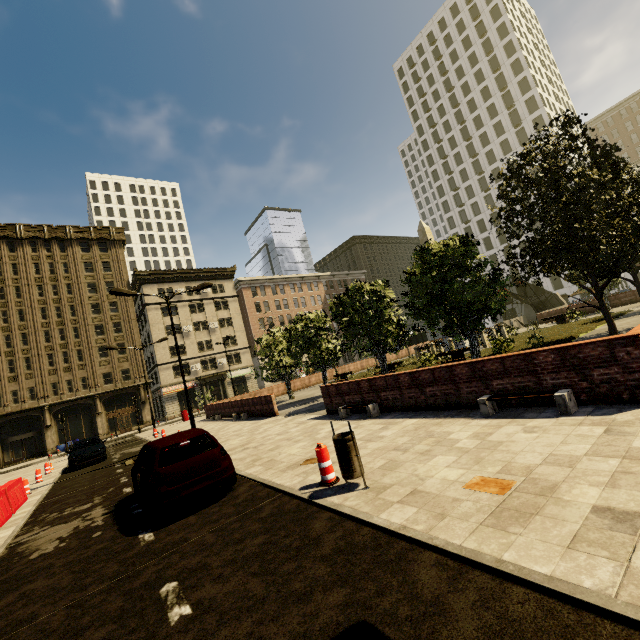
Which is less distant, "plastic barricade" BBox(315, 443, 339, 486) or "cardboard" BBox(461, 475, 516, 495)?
"cardboard" BBox(461, 475, 516, 495)

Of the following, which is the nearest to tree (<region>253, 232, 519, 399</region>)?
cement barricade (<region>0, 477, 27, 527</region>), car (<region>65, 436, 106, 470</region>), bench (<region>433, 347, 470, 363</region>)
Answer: bench (<region>433, 347, 470, 363</region>)

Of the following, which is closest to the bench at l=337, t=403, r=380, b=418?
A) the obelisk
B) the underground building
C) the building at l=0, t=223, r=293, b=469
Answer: the building at l=0, t=223, r=293, b=469

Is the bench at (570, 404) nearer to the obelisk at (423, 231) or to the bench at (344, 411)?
the bench at (344, 411)

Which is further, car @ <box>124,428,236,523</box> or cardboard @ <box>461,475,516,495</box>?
car @ <box>124,428,236,523</box>

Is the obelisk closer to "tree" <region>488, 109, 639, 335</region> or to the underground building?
"tree" <region>488, 109, 639, 335</region>

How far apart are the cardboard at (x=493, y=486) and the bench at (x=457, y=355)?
13.9 meters

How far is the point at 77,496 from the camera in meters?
10.9
